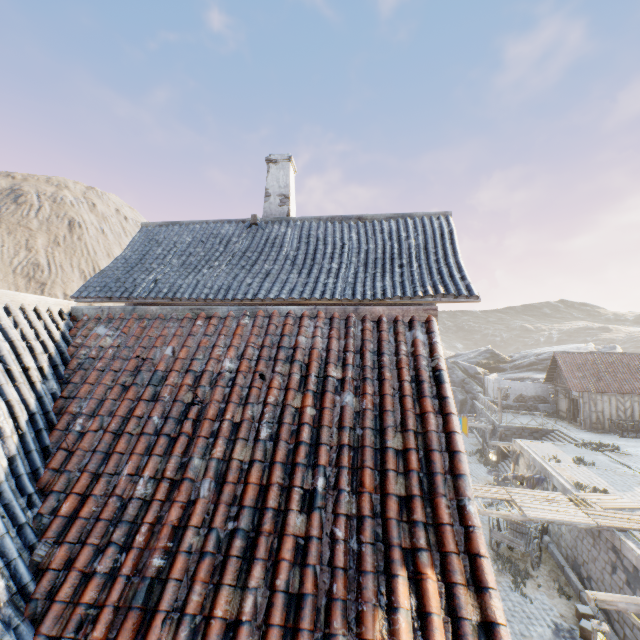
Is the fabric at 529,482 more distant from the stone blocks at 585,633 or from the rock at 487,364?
the rock at 487,364

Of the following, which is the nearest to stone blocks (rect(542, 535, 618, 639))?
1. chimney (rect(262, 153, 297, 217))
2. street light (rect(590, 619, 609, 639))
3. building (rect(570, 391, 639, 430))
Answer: building (rect(570, 391, 639, 430))

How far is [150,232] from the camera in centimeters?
1078cm

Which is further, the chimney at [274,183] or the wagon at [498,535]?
the wagon at [498,535]

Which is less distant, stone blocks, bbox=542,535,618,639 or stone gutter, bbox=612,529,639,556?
stone gutter, bbox=612,529,639,556

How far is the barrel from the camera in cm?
1395

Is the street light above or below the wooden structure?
below

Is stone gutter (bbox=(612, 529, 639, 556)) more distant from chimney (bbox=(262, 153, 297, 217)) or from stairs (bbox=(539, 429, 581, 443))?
chimney (bbox=(262, 153, 297, 217))
